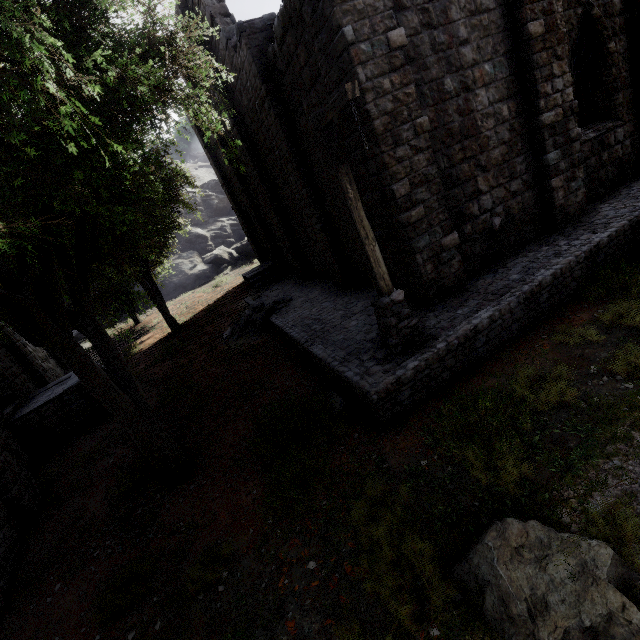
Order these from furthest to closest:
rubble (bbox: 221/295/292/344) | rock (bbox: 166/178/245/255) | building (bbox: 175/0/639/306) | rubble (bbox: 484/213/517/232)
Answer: rock (bbox: 166/178/245/255) → rubble (bbox: 221/295/292/344) → rubble (bbox: 484/213/517/232) → building (bbox: 175/0/639/306)

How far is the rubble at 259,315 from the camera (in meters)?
13.63

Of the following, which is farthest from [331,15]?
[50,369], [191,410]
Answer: [50,369]

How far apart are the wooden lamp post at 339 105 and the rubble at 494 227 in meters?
3.6 m

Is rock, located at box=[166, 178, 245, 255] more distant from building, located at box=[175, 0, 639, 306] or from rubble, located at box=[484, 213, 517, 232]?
rubble, located at box=[484, 213, 517, 232]

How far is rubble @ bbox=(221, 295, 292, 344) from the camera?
13.6 meters

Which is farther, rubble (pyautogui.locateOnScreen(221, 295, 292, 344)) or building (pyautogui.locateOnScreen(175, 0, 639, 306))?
rubble (pyautogui.locateOnScreen(221, 295, 292, 344))

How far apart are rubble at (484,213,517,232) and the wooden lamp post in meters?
3.6
